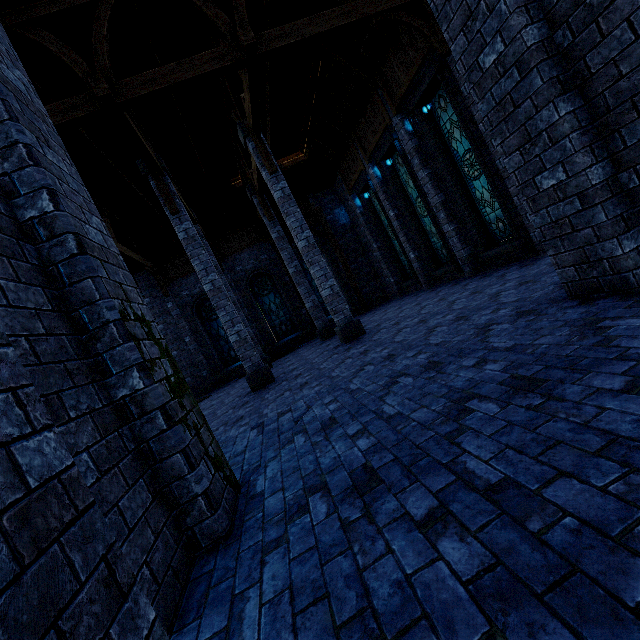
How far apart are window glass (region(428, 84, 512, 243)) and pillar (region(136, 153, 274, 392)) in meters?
7.7 m

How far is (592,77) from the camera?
3.0m

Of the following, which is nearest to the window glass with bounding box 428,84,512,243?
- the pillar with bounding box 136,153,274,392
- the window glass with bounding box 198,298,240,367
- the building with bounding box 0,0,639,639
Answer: the building with bounding box 0,0,639,639

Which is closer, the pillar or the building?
the building

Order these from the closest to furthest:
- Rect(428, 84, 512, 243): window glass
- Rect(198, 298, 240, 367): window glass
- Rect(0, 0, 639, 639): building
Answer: Rect(0, 0, 639, 639): building → Rect(428, 84, 512, 243): window glass → Rect(198, 298, 240, 367): window glass

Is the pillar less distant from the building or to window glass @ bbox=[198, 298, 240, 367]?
the building

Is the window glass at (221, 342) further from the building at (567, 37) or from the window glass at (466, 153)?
the window glass at (466, 153)

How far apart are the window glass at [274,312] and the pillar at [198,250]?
7.19m
